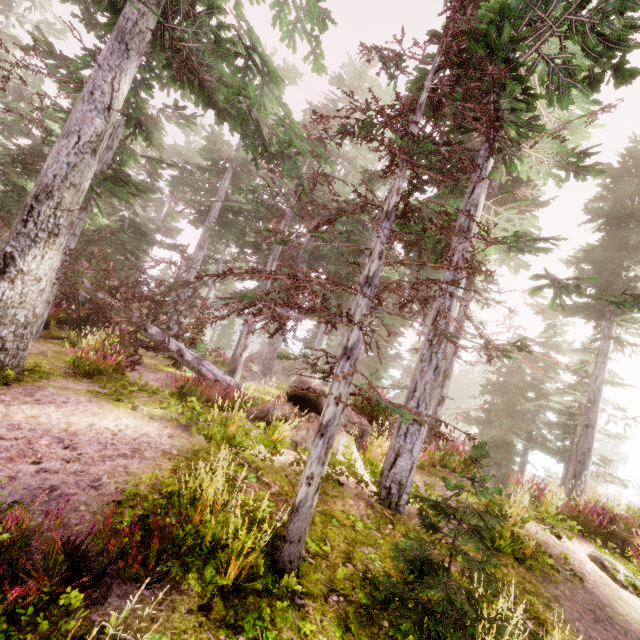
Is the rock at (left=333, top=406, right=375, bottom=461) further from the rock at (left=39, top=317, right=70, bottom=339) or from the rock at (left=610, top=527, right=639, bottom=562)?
the rock at (left=39, top=317, right=70, bottom=339)

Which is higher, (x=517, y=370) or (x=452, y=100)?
(x=452, y=100)

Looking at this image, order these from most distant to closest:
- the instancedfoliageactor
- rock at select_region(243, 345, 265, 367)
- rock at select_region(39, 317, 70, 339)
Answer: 1. rock at select_region(243, 345, 265, 367)
2. rock at select_region(39, 317, 70, 339)
3. the instancedfoliageactor

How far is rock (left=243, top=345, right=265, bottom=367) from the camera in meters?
30.7

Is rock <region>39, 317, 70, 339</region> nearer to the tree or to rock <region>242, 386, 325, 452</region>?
the tree

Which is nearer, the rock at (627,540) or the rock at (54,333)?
the rock at (627,540)

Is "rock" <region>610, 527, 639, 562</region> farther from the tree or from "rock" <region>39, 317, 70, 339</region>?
"rock" <region>39, 317, 70, 339</region>

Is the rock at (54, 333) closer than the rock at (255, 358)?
Yes
